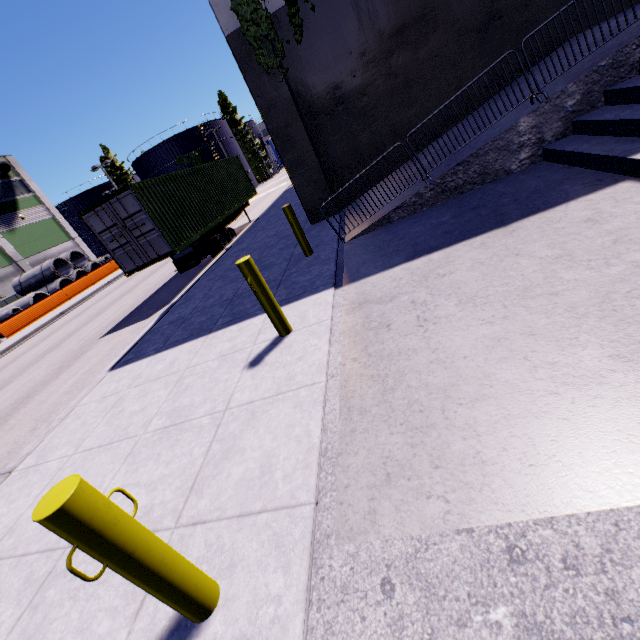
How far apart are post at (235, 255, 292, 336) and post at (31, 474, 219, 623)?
Result: 2.66m

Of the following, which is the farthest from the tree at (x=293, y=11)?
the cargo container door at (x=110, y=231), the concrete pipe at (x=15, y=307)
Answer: the cargo container door at (x=110, y=231)

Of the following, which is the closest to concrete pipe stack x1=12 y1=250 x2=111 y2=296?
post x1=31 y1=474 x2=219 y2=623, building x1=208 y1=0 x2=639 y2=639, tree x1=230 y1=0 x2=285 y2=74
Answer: building x1=208 y1=0 x2=639 y2=639

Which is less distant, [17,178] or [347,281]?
[347,281]

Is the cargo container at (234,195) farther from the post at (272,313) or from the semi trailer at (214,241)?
the post at (272,313)

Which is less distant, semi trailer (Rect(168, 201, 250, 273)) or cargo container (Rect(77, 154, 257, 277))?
cargo container (Rect(77, 154, 257, 277))

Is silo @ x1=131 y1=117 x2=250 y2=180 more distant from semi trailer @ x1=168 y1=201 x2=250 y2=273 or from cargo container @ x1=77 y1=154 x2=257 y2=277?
semi trailer @ x1=168 y1=201 x2=250 y2=273

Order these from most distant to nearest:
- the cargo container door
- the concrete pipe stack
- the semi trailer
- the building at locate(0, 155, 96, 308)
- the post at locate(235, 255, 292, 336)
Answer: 1. the building at locate(0, 155, 96, 308)
2. the concrete pipe stack
3. the semi trailer
4. the cargo container door
5. the post at locate(235, 255, 292, 336)
